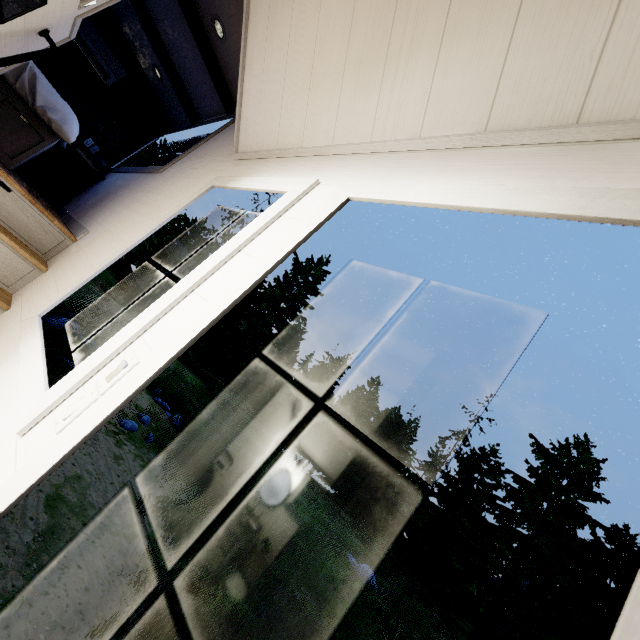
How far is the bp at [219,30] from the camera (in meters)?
3.02

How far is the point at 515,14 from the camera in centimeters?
91cm

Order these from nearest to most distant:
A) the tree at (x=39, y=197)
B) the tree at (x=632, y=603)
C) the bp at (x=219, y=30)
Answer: the tree at (x=632, y=603) → the tree at (x=39, y=197) → the bp at (x=219, y=30)

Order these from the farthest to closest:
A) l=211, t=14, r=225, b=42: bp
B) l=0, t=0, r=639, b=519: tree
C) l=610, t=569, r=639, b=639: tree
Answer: l=211, t=14, r=225, b=42: bp → l=0, t=0, r=639, b=519: tree → l=610, t=569, r=639, b=639: tree

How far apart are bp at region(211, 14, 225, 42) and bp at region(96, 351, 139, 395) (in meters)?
3.59

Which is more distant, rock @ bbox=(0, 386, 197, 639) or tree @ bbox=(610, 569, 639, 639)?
rock @ bbox=(0, 386, 197, 639)

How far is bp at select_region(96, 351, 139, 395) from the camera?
0.92m

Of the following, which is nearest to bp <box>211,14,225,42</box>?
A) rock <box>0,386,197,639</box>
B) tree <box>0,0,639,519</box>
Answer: tree <box>0,0,639,519</box>
